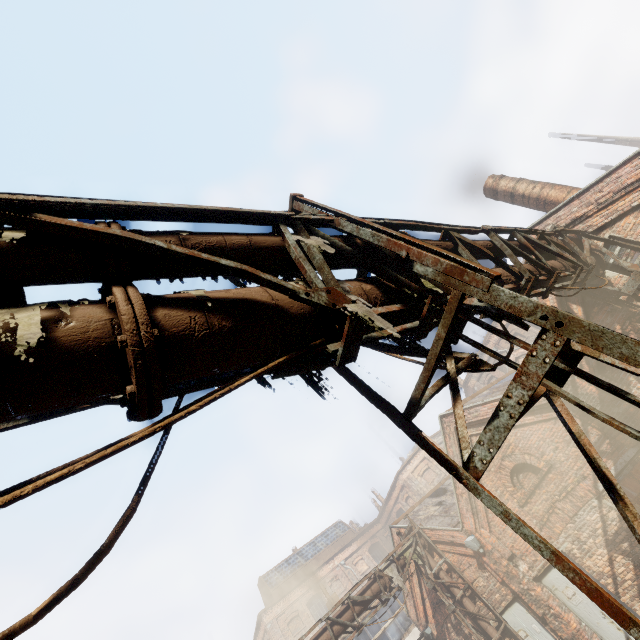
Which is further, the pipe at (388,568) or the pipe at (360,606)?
the pipe at (388,568)

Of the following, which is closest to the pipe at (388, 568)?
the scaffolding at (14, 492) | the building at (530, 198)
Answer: the scaffolding at (14, 492)

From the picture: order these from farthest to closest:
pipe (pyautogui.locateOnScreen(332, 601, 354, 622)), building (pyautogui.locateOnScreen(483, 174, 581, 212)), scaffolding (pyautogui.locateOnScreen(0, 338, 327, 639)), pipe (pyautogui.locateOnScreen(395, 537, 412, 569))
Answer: pipe (pyautogui.locateOnScreen(395, 537, 412, 569)), pipe (pyautogui.locateOnScreen(332, 601, 354, 622)), building (pyautogui.locateOnScreen(483, 174, 581, 212)), scaffolding (pyautogui.locateOnScreen(0, 338, 327, 639))

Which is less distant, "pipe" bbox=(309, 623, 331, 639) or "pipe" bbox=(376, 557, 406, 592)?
"pipe" bbox=(309, 623, 331, 639)

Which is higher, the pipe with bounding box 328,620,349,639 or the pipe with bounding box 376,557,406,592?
the pipe with bounding box 376,557,406,592

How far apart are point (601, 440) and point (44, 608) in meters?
11.3 m

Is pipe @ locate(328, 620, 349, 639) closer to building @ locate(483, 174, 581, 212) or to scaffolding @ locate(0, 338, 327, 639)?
scaffolding @ locate(0, 338, 327, 639)

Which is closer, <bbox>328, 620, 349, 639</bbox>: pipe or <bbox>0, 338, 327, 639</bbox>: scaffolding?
<bbox>0, 338, 327, 639</bbox>: scaffolding
